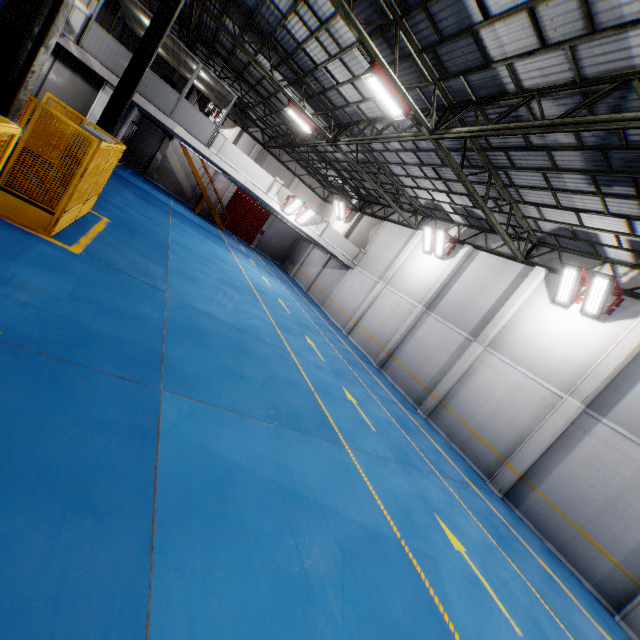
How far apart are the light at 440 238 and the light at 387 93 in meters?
8.4 m

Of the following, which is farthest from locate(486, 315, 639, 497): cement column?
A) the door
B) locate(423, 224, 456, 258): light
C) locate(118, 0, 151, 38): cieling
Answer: the door

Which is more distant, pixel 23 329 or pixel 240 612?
pixel 23 329

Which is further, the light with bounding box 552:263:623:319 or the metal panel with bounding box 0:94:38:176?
the light with bounding box 552:263:623:319

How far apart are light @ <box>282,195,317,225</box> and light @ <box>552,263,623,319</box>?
14.1m

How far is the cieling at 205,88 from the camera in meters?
16.5 m

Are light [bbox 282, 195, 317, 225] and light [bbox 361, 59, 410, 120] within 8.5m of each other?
no

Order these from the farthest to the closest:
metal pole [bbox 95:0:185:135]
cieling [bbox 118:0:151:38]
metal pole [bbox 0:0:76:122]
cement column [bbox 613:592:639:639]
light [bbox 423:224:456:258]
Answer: light [bbox 423:224:456:258] → cieling [bbox 118:0:151:38] → metal pole [bbox 95:0:185:135] → cement column [bbox 613:592:639:639] → metal pole [bbox 0:0:76:122]
